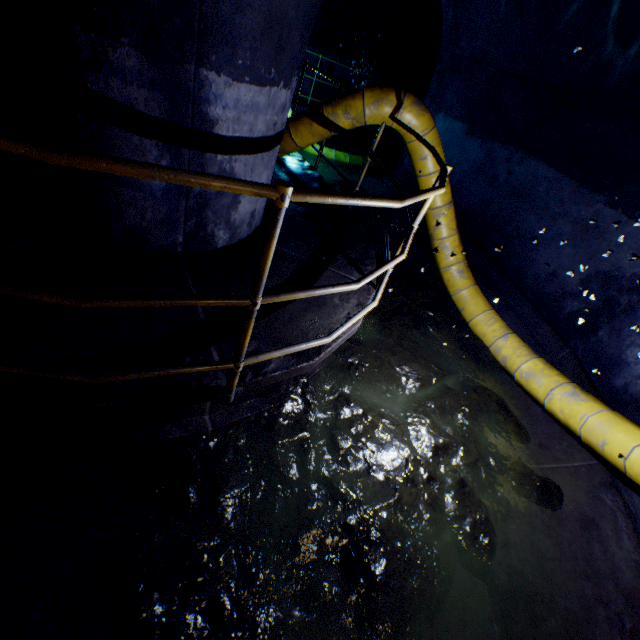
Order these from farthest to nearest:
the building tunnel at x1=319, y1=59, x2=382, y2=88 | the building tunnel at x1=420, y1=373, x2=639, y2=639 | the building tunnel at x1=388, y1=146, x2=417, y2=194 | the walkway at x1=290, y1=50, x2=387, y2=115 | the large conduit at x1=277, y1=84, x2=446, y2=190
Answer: the building tunnel at x1=319, y1=59, x2=382, y2=88 < the building tunnel at x1=388, y1=146, x2=417, y2=194 < the walkway at x1=290, y1=50, x2=387, y2=115 < the large conduit at x1=277, y1=84, x2=446, y2=190 < the building tunnel at x1=420, y1=373, x2=639, y2=639

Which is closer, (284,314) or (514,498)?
(284,314)

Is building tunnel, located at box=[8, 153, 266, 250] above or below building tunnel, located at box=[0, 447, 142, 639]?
above

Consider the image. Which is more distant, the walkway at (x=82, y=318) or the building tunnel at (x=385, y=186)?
the building tunnel at (x=385, y=186)

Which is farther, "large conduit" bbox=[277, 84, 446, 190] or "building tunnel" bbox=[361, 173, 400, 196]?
"building tunnel" bbox=[361, 173, 400, 196]

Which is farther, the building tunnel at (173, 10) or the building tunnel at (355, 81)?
the building tunnel at (355, 81)

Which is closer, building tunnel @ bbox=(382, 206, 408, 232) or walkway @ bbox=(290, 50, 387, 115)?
walkway @ bbox=(290, 50, 387, 115)
